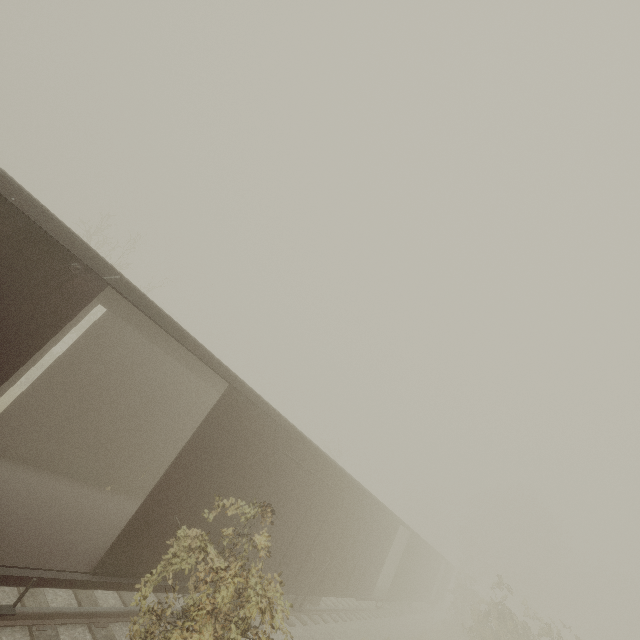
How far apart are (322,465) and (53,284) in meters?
8.0 m
